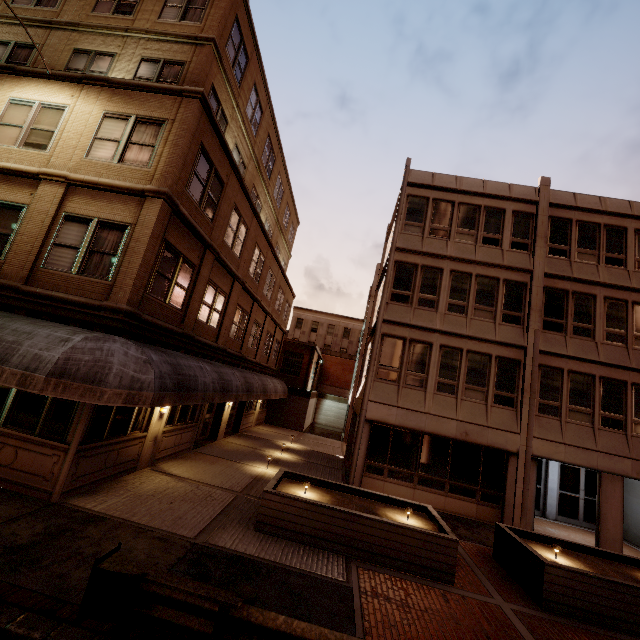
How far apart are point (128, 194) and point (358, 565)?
11.6 meters

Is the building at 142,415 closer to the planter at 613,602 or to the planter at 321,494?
the planter at 321,494

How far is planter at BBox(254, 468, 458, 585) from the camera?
7.8 meters

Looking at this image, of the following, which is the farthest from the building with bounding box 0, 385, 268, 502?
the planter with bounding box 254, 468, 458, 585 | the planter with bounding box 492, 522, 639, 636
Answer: the planter with bounding box 492, 522, 639, 636

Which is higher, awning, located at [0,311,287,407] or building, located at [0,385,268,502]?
awning, located at [0,311,287,407]

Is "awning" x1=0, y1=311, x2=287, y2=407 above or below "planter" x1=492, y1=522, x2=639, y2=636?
above

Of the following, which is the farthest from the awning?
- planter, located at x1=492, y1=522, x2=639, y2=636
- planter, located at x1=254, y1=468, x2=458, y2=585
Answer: planter, located at x1=492, y1=522, x2=639, y2=636

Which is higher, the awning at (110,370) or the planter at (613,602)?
the awning at (110,370)
